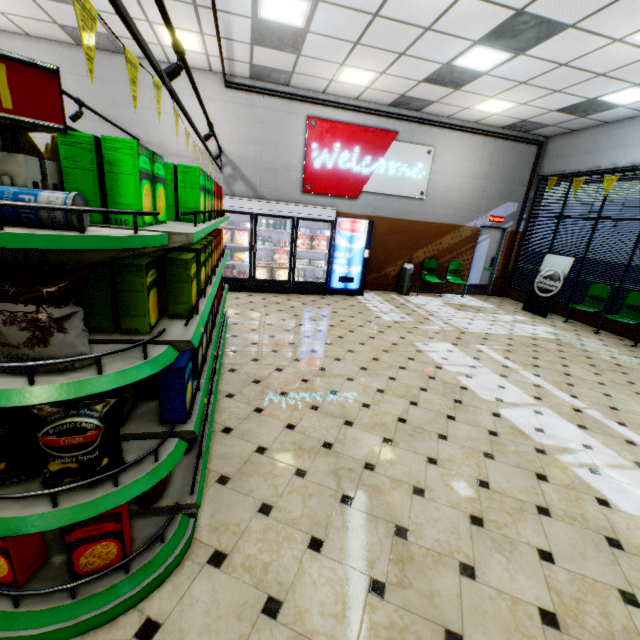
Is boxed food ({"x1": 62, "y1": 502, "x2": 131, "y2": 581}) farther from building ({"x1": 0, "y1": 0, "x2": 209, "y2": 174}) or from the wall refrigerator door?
the wall refrigerator door

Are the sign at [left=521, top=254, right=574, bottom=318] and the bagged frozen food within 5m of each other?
no

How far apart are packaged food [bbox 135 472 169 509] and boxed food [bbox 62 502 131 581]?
0.3m

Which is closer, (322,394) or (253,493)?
(253,493)

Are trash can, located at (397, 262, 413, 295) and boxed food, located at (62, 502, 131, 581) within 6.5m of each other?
no

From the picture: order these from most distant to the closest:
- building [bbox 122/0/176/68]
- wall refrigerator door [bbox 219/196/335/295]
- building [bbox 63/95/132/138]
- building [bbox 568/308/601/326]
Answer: building [bbox 568/308/601/326] → wall refrigerator door [bbox 219/196/335/295] → building [bbox 63/95/132/138] → building [bbox 122/0/176/68]

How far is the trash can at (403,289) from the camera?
9.6 meters

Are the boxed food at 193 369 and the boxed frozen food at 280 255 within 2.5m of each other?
no
